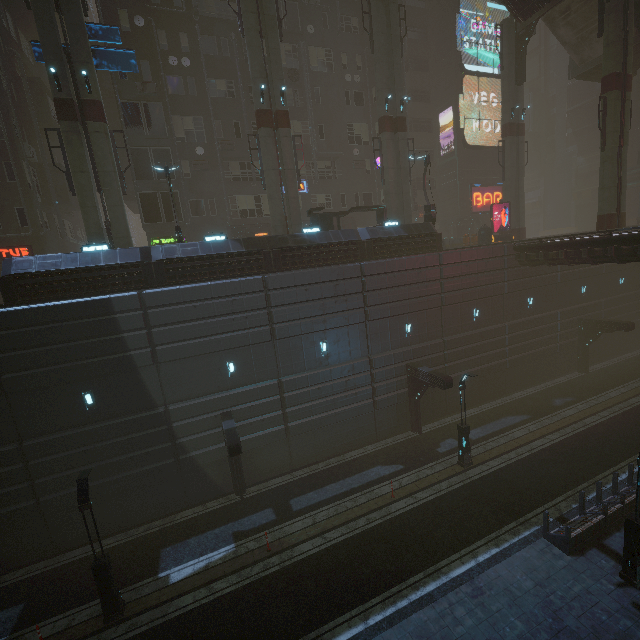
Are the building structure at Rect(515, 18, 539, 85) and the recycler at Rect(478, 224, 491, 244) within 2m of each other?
no

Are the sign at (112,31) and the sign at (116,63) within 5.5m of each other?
yes

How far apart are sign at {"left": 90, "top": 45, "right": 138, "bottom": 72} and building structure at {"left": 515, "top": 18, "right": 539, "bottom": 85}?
29.29m

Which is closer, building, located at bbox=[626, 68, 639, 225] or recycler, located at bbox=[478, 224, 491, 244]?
recycler, located at bbox=[478, 224, 491, 244]

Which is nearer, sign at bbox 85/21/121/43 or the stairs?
sign at bbox 85/21/121/43

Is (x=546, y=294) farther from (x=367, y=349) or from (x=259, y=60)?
(x=259, y=60)

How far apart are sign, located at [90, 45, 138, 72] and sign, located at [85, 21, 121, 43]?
0.2 meters

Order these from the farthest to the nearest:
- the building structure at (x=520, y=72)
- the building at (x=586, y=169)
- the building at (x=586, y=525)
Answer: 1. the building at (x=586, y=169)
2. the building structure at (x=520, y=72)
3. the building at (x=586, y=525)
